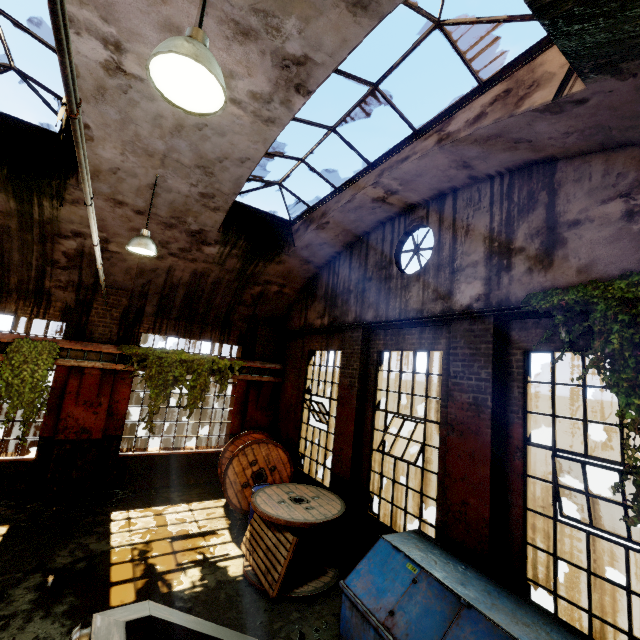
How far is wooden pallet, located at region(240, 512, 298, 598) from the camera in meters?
5.5 m

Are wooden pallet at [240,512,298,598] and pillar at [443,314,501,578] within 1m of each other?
yes

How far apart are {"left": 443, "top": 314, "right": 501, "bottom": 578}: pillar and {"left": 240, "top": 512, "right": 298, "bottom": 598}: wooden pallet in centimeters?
1cm

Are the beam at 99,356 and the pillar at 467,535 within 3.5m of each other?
no

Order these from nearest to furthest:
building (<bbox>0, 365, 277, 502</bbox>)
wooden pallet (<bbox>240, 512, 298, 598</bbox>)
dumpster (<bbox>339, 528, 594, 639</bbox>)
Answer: dumpster (<bbox>339, 528, 594, 639</bbox>), wooden pallet (<bbox>240, 512, 298, 598</bbox>), building (<bbox>0, 365, 277, 502</bbox>)

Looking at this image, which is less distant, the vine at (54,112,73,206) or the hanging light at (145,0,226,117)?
the hanging light at (145,0,226,117)

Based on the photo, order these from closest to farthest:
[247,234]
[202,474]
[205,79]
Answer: [205,79] < [247,234] < [202,474]

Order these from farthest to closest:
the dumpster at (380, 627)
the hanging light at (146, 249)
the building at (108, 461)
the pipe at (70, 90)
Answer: the building at (108, 461) < the hanging light at (146, 249) < the dumpster at (380, 627) < the pipe at (70, 90)
